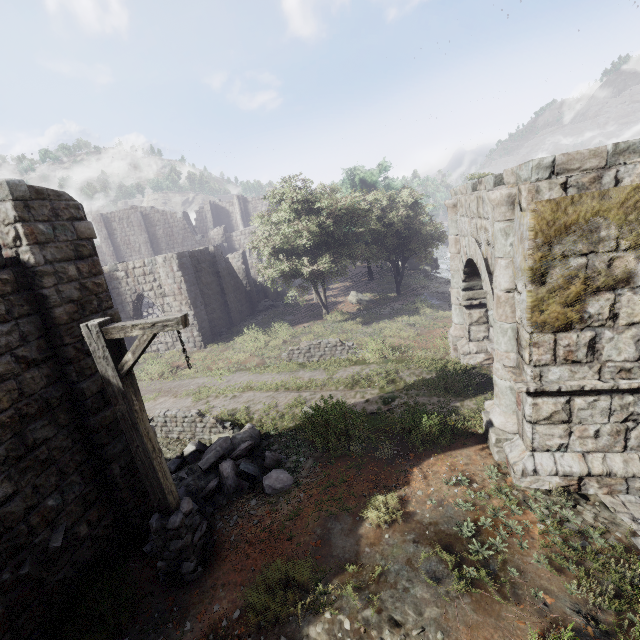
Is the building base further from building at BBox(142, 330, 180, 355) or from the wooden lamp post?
building at BBox(142, 330, 180, 355)

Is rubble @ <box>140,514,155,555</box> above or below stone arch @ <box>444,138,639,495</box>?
below

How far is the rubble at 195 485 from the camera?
7.4m

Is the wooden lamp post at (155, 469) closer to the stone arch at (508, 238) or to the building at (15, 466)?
the building at (15, 466)

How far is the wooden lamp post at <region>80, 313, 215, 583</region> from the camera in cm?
464

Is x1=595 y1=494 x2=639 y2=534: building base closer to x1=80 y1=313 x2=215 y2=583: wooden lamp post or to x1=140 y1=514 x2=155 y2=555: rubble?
x1=80 y1=313 x2=215 y2=583: wooden lamp post

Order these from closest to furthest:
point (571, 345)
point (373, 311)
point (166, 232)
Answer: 1. point (571, 345)
2. point (373, 311)
3. point (166, 232)

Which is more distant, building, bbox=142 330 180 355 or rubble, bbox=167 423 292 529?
building, bbox=142 330 180 355
